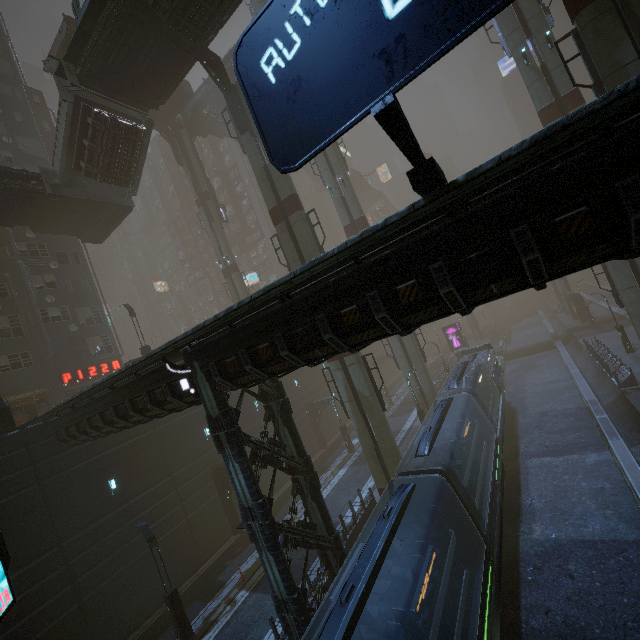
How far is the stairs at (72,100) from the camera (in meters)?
18.38

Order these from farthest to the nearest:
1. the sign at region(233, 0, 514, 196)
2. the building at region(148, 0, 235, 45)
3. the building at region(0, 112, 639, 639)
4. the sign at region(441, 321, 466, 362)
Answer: the sign at region(441, 321, 466, 362) → the building at region(148, 0, 235, 45) → the building at region(0, 112, 639, 639) → the sign at region(233, 0, 514, 196)

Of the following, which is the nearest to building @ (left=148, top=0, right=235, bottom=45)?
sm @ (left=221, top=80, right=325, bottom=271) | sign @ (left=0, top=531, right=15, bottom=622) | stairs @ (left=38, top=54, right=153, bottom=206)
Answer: sm @ (left=221, top=80, right=325, bottom=271)

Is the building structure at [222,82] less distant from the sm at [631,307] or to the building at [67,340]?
the building at [67,340]

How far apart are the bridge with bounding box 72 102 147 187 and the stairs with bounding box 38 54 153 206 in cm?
1

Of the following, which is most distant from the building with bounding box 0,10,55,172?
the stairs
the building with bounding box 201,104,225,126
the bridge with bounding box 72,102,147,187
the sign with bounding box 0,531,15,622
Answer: the building with bounding box 201,104,225,126

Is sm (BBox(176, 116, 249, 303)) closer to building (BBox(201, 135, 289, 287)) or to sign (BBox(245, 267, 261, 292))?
building (BBox(201, 135, 289, 287))

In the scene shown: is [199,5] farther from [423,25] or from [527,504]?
[527,504]
